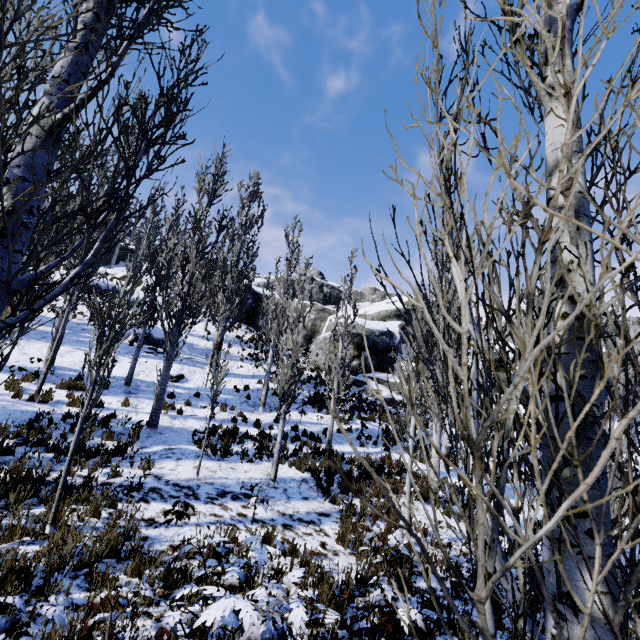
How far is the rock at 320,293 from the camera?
25.5m

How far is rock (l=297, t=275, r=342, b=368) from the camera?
25.5m

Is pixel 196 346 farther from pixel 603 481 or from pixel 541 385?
pixel 603 481

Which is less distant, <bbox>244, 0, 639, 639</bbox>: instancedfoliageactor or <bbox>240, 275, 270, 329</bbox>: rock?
<bbox>244, 0, 639, 639</bbox>: instancedfoliageactor

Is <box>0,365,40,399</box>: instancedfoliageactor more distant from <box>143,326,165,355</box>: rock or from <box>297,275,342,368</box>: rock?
<box>143,326,165,355</box>: rock

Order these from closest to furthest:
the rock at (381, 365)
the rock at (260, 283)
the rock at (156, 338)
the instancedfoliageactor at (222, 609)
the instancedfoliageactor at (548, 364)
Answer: the instancedfoliageactor at (548, 364) → the instancedfoliageactor at (222, 609) → the rock at (156, 338) → the rock at (381, 365) → the rock at (260, 283)

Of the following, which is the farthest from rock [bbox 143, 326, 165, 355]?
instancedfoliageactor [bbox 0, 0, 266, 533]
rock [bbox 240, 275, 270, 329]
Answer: rock [bbox 240, 275, 270, 329]
